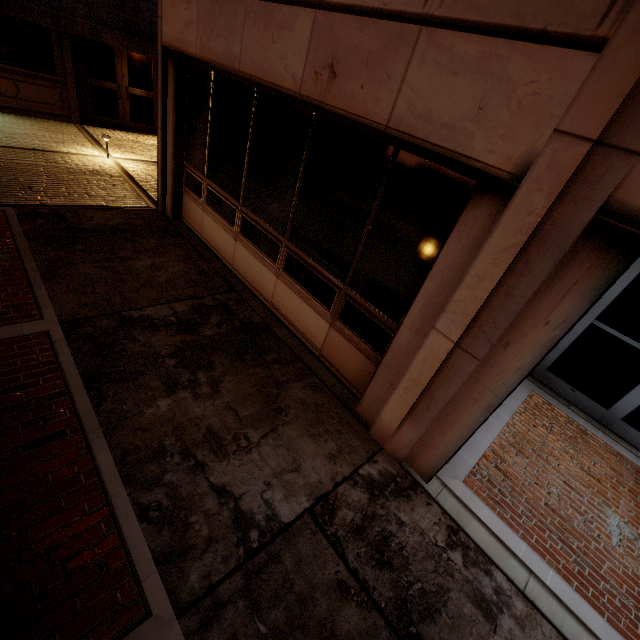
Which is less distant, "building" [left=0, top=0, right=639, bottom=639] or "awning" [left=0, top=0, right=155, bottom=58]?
"building" [left=0, top=0, right=639, bottom=639]

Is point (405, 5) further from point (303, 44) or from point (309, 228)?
point (309, 228)

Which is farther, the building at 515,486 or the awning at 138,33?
the awning at 138,33
